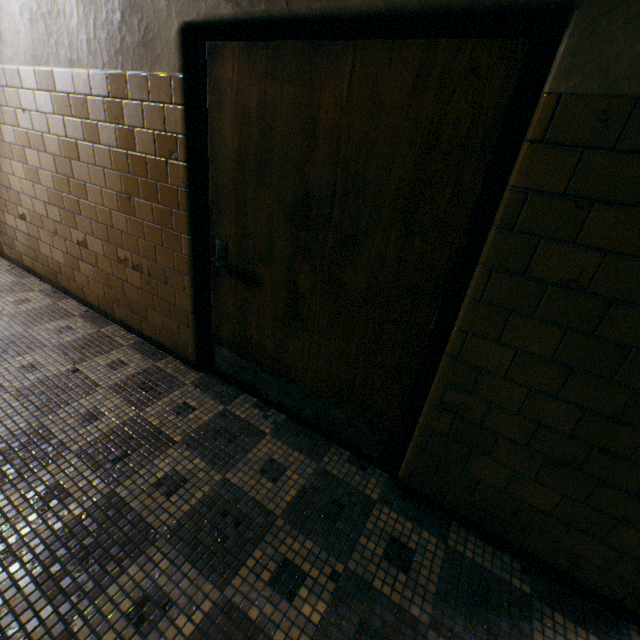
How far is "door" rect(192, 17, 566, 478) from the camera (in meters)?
1.20

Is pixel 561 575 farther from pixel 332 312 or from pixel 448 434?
pixel 332 312

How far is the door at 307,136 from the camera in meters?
1.2 m
